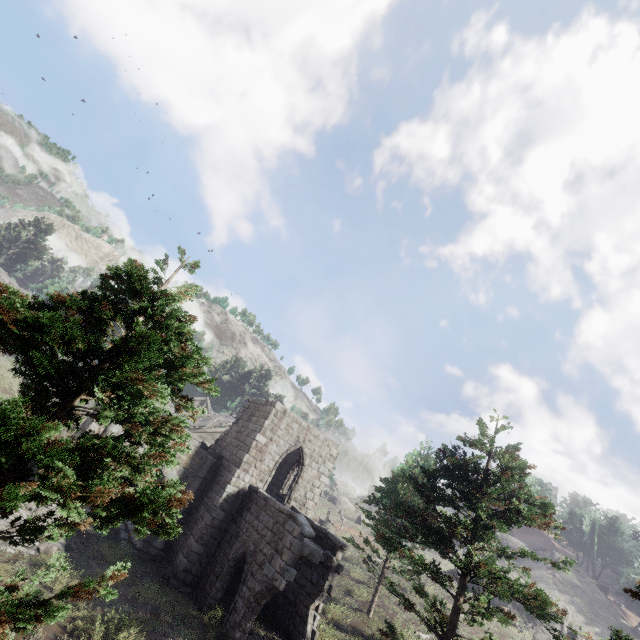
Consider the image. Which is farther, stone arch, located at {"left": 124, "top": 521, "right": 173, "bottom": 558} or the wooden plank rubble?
the wooden plank rubble

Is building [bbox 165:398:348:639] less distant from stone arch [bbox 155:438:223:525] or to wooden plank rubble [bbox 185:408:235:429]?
stone arch [bbox 155:438:223:525]

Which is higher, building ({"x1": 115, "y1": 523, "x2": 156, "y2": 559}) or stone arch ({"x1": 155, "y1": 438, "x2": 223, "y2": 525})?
stone arch ({"x1": 155, "y1": 438, "x2": 223, "y2": 525})

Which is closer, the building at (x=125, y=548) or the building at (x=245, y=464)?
the building at (x=245, y=464)

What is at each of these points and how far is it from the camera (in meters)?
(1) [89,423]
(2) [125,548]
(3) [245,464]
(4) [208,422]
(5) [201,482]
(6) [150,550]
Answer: (1) stone arch, 16.22
(2) building, 16.03
(3) building, 17.86
(4) wooden plank rubble, 27.75
(5) stone arch, 18.72
(6) stone arch, 16.58

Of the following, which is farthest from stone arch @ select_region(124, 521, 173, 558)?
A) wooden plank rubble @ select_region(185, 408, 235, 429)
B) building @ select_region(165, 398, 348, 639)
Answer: wooden plank rubble @ select_region(185, 408, 235, 429)

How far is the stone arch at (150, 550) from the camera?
16.5 meters
